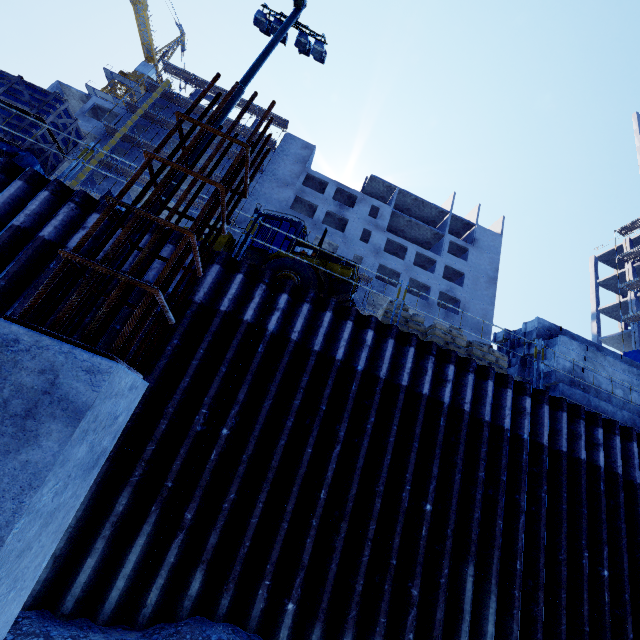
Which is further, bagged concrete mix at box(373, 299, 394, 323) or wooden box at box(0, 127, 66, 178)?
bagged concrete mix at box(373, 299, 394, 323)

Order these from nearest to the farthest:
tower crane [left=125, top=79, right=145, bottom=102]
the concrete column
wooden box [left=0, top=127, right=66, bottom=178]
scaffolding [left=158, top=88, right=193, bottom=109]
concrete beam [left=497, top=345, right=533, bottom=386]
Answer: the concrete column → wooden box [left=0, top=127, right=66, bottom=178] → concrete beam [left=497, top=345, right=533, bottom=386] → scaffolding [left=158, top=88, right=193, bottom=109] → tower crane [left=125, top=79, right=145, bottom=102]

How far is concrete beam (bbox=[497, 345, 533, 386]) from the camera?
9.81m

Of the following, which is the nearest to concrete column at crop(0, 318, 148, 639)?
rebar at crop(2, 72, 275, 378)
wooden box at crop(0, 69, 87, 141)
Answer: rebar at crop(2, 72, 275, 378)

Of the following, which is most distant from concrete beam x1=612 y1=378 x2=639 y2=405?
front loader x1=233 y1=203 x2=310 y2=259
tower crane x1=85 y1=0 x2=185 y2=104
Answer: tower crane x1=85 y1=0 x2=185 y2=104

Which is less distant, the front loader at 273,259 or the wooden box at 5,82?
the wooden box at 5,82

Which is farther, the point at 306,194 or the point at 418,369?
the point at 306,194

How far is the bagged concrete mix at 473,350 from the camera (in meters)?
8.48
